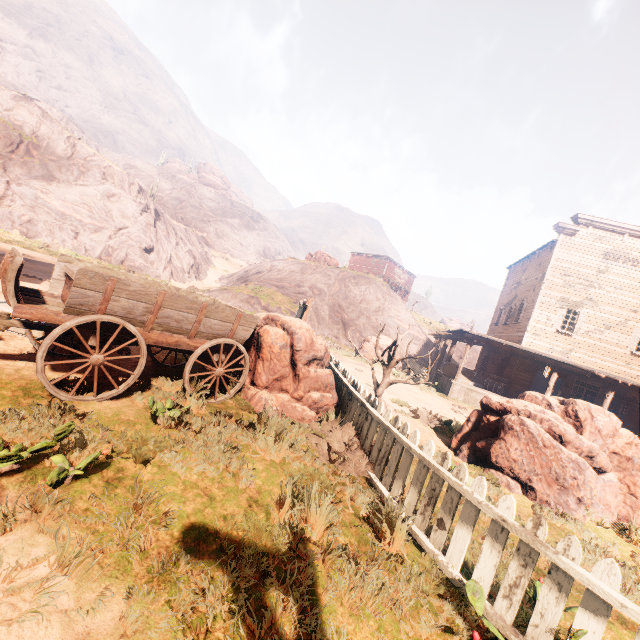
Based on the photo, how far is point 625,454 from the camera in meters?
6.5

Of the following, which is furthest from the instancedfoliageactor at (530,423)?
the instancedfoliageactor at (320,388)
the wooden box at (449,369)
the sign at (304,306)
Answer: the wooden box at (449,369)

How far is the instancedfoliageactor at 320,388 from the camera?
5.8m

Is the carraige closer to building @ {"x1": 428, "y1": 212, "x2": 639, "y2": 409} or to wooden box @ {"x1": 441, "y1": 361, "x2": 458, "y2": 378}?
building @ {"x1": 428, "y1": 212, "x2": 639, "y2": 409}

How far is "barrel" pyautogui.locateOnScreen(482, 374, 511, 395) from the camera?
19.2m

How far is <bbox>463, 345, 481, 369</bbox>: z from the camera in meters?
38.8

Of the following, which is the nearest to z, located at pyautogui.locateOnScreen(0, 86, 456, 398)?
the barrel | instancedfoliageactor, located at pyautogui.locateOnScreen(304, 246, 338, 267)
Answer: instancedfoliageactor, located at pyautogui.locateOnScreen(304, 246, 338, 267)
